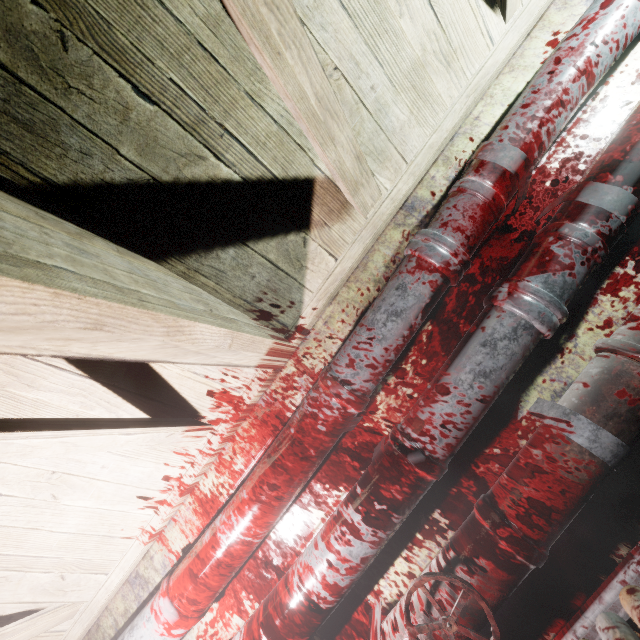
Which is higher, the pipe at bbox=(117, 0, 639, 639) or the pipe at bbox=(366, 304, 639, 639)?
the pipe at bbox=(117, 0, 639, 639)

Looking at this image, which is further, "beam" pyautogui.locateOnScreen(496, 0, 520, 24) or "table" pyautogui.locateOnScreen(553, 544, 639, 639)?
"beam" pyautogui.locateOnScreen(496, 0, 520, 24)

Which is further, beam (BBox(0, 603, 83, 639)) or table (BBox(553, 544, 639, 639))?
beam (BBox(0, 603, 83, 639))

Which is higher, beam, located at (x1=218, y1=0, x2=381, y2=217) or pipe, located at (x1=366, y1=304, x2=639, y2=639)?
beam, located at (x1=218, y1=0, x2=381, y2=217)

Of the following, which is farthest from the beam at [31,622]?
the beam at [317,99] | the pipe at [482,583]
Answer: the beam at [317,99]

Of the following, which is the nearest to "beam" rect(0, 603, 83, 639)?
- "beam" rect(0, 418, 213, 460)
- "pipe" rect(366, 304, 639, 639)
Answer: "beam" rect(0, 418, 213, 460)

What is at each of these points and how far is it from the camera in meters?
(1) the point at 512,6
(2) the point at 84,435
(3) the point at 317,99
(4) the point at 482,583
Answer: (1) beam, 1.2 m
(2) beam, 1.0 m
(3) beam, 0.9 m
(4) pipe, 0.9 m

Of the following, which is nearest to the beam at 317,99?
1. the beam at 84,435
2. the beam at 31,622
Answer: the beam at 84,435
